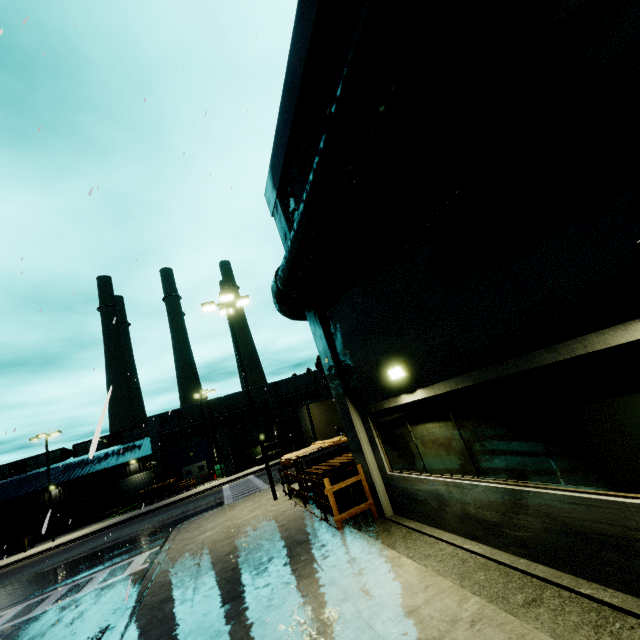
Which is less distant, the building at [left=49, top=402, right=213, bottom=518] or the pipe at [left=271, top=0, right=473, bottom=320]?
the pipe at [left=271, top=0, right=473, bottom=320]

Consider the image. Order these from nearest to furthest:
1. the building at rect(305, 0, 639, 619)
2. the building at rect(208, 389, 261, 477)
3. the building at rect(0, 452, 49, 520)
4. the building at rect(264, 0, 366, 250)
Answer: the building at rect(305, 0, 639, 619) → the building at rect(264, 0, 366, 250) → the building at rect(208, 389, 261, 477) → the building at rect(0, 452, 49, 520)

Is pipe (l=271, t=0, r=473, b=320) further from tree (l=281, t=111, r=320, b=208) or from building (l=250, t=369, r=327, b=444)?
tree (l=281, t=111, r=320, b=208)

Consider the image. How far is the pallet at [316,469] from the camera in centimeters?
992cm

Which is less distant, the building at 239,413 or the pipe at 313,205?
the pipe at 313,205

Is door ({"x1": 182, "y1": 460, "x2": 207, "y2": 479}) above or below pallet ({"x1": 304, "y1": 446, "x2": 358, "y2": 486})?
above

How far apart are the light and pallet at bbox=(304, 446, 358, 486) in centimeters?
487cm

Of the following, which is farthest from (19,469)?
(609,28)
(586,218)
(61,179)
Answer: (609,28)
